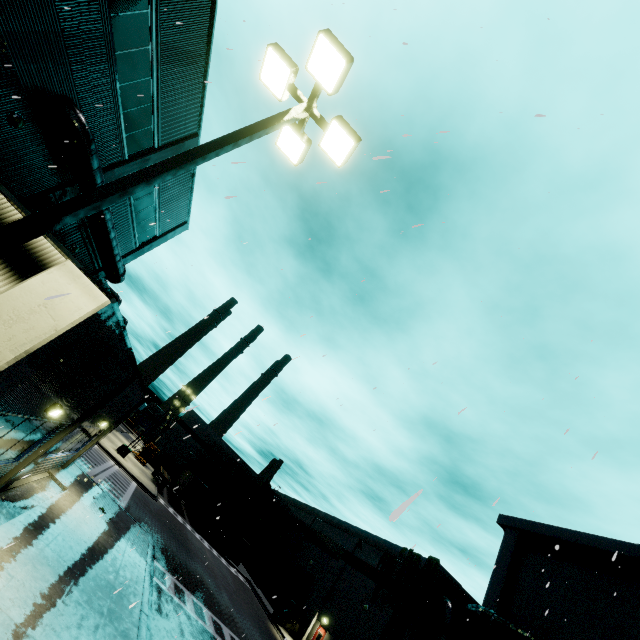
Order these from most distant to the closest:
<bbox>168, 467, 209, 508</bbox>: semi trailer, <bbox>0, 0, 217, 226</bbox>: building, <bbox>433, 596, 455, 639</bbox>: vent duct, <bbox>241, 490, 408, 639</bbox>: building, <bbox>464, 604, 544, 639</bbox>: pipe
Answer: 1. <bbox>168, 467, 209, 508</bbox>: semi trailer
2. <bbox>241, 490, 408, 639</bbox>: building
3. <bbox>433, 596, 455, 639</bbox>: vent duct
4. <bbox>464, 604, 544, 639</bbox>: pipe
5. <bbox>0, 0, 217, 226</bbox>: building

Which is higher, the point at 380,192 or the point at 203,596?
the point at 380,192

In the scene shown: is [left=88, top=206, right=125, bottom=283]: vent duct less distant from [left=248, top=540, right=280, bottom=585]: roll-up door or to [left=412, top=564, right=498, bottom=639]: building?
[left=412, top=564, right=498, bottom=639]: building

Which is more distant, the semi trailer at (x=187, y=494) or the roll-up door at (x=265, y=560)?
the roll-up door at (x=265, y=560)

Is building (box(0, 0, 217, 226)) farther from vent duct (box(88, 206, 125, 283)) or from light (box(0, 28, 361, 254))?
light (box(0, 28, 361, 254))

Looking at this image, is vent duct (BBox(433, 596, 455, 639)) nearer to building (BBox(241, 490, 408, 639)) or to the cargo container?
building (BBox(241, 490, 408, 639))

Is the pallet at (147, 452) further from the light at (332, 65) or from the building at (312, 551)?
the light at (332, 65)
